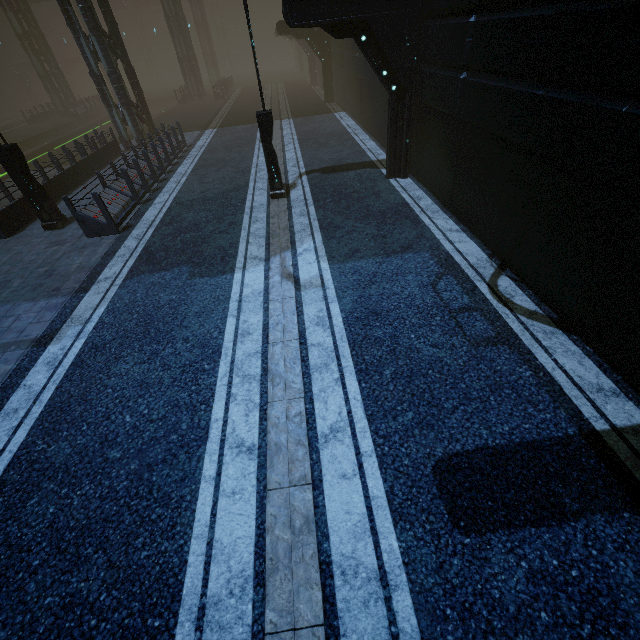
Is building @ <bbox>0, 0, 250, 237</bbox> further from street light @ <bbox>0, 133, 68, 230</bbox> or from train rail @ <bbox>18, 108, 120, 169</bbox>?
street light @ <bbox>0, 133, 68, 230</bbox>

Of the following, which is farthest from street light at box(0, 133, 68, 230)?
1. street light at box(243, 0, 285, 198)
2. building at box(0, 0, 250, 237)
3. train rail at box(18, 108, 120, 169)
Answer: street light at box(243, 0, 285, 198)

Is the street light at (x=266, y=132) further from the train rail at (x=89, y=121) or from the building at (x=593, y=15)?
the train rail at (x=89, y=121)

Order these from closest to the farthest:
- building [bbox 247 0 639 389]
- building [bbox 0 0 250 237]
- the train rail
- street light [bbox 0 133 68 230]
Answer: building [bbox 247 0 639 389], street light [bbox 0 133 68 230], building [bbox 0 0 250 237], the train rail

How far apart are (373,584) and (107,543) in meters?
3.0

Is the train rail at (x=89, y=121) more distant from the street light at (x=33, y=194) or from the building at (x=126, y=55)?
the street light at (x=33, y=194)

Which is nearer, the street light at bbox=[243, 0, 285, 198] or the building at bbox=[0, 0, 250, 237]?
the street light at bbox=[243, 0, 285, 198]
